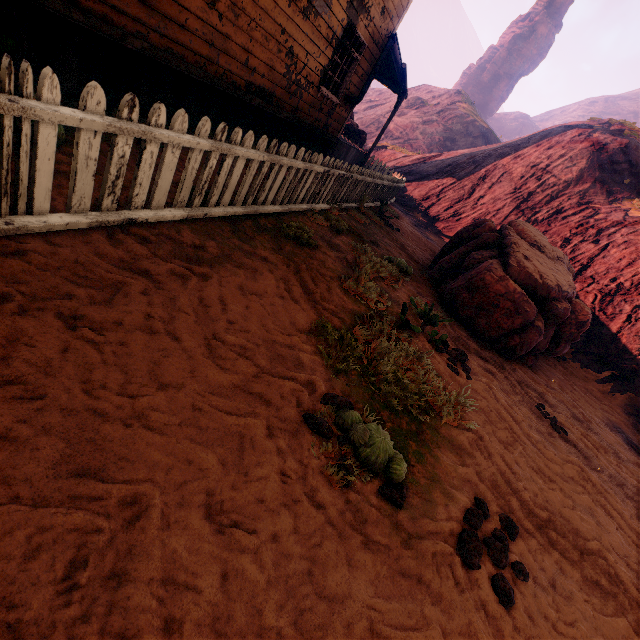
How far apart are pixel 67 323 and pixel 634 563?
5.2m

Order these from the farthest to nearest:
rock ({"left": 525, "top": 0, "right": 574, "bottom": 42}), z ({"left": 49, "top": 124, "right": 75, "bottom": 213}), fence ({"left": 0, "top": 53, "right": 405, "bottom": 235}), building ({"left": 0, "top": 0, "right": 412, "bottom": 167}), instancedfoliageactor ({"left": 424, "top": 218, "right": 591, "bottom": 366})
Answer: rock ({"left": 525, "top": 0, "right": 574, "bottom": 42})
instancedfoliageactor ({"left": 424, "top": 218, "right": 591, "bottom": 366})
building ({"left": 0, "top": 0, "right": 412, "bottom": 167})
z ({"left": 49, "top": 124, "right": 75, "bottom": 213})
fence ({"left": 0, "top": 53, "right": 405, "bottom": 235})

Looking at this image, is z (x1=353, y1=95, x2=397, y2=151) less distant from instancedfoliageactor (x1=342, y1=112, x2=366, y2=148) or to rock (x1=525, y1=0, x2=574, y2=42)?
instancedfoliageactor (x1=342, y1=112, x2=366, y2=148)

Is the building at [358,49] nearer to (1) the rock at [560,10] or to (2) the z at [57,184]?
(2) the z at [57,184]

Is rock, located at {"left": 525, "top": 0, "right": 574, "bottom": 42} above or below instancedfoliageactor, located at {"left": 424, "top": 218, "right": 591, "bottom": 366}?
above

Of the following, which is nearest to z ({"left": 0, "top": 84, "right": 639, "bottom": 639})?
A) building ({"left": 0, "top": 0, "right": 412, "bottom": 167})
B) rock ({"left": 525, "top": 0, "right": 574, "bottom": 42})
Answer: building ({"left": 0, "top": 0, "right": 412, "bottom": 167})

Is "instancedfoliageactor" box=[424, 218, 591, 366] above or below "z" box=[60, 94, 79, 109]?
above

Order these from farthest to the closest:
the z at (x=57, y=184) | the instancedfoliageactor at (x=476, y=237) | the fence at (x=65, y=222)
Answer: the instancedfoliageactor at (x=476, y=237)
the z at (x=57, y=184)
the fence at (x=65, y=222)
